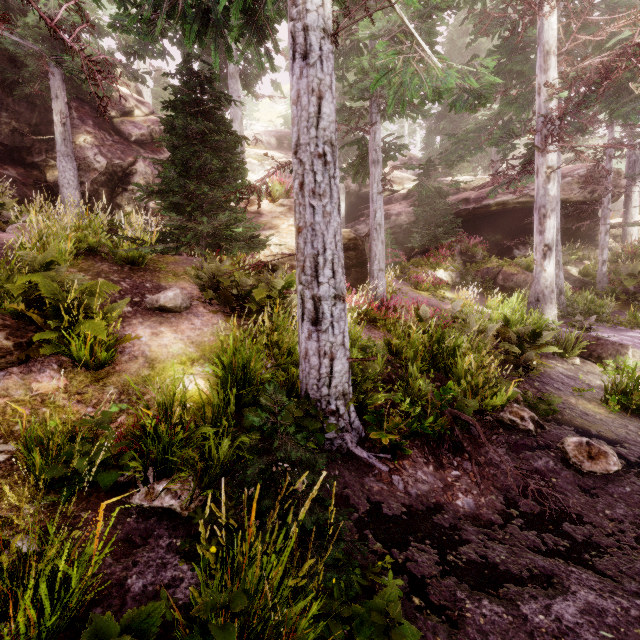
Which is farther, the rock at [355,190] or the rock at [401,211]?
the rock at [401,211]

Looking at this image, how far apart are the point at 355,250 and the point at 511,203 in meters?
12.8

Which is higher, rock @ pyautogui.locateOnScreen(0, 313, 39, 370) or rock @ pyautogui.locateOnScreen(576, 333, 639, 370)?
rock @ pyautogui.locateOnScreen(0, 313, 39, 370)

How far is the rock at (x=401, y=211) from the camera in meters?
20.7

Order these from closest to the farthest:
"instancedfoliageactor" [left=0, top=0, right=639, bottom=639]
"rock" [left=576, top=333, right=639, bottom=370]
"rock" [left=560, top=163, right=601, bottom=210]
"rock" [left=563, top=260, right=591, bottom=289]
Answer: "instancedfoliageactor" [left=0, top=0, right=639, bottom=639], "rock" [left=576, top=333, right=639, bottom=370], "rock" [left=560, top=163, right=601, bottom=210], "rock" [left=563, top=260, right=591, bottom=289]

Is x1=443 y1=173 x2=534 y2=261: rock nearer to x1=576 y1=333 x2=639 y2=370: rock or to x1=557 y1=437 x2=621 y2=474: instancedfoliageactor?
x1=557 y1=437 x2=621 y2=474: instancedfoliageactor

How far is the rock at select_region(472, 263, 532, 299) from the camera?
15.7m

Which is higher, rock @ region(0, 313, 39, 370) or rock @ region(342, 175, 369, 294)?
rock @ region(342, 175, 369, 294)
